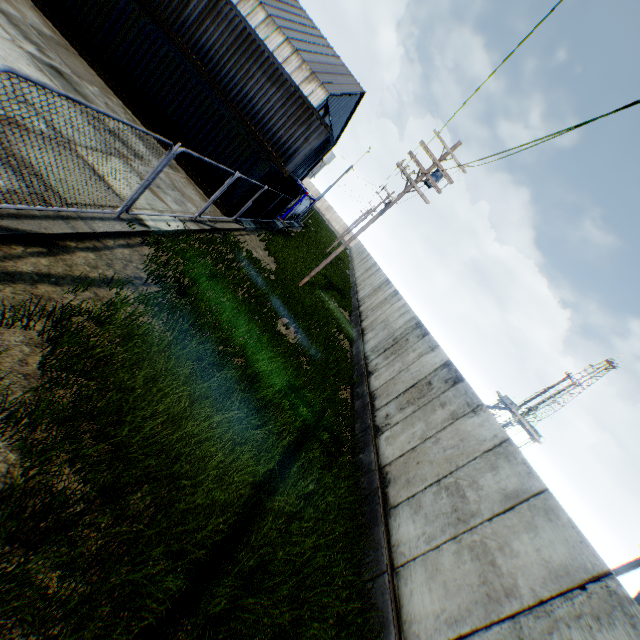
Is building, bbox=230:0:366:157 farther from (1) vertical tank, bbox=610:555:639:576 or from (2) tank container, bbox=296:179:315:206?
(1) vertical tank, bbox=610:555:639:576

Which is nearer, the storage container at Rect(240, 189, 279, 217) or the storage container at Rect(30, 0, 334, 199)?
the storage container at Rect(30, 0, 334, 199)

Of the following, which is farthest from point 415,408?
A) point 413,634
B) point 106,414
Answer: point 106,414

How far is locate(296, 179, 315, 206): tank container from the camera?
25.3 meters

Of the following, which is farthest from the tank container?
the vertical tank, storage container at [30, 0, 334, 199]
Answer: the vertical tank

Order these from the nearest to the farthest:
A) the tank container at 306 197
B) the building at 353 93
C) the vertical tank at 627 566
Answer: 1. the vertical tank at 627 566
2. the tank container at 306 197
3. the building at 353 93

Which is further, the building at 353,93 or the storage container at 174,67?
the building at 353,93

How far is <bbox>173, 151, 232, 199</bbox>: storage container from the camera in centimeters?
1348cm
